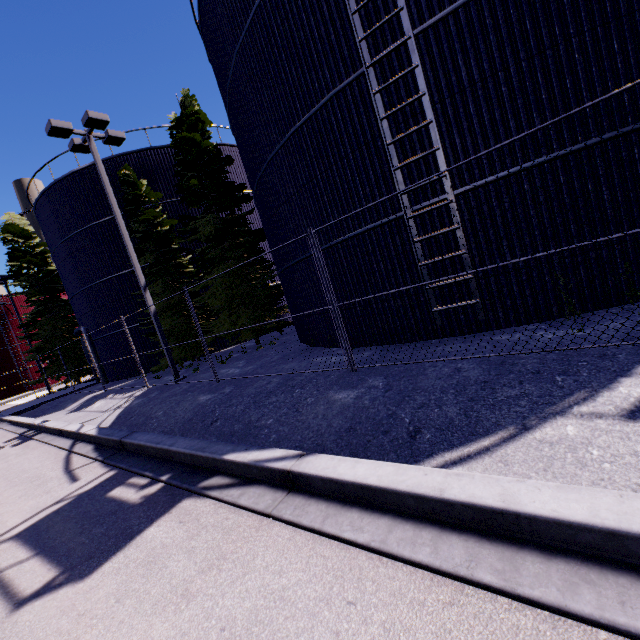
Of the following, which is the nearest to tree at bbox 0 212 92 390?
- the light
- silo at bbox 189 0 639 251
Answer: silo at bbox 189 0 639 251

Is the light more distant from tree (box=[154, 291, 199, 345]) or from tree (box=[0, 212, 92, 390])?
tree (box=[0, 212, 92, 390])

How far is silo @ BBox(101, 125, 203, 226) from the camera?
17.9m

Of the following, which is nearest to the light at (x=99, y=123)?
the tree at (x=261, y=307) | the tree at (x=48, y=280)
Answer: the tree at (x=261, y=307)

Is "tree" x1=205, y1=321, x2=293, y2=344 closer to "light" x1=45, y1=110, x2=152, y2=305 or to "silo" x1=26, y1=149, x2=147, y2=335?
"silo" x1=26, y1=149, x2=147, y2=335

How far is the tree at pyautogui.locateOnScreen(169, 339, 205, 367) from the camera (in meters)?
15.83

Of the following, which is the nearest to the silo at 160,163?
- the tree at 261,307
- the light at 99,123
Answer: the tree at 261,307

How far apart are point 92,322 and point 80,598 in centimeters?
2114cm
